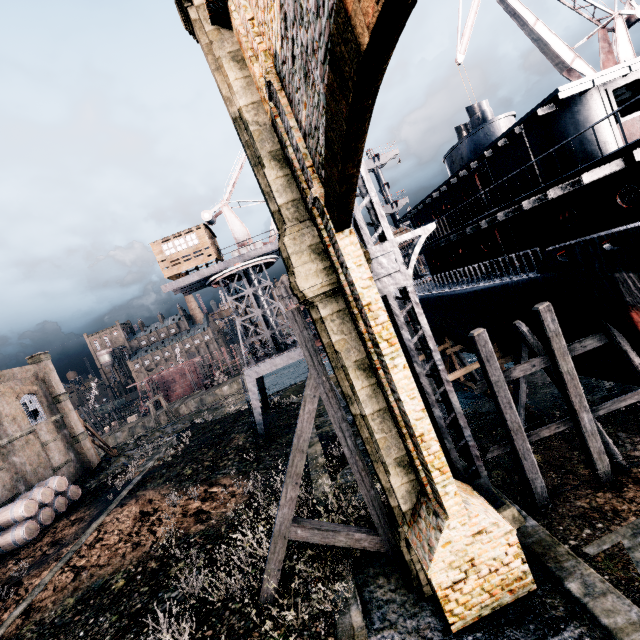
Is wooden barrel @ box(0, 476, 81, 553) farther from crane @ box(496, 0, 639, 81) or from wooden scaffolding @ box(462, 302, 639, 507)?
crane @ box(496, 0, 639, 81)

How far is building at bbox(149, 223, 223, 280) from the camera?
26.5 meters

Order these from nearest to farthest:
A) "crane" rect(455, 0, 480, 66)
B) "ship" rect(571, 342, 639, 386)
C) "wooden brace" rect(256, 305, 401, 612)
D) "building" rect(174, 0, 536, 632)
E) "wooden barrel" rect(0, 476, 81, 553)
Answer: "building" rect(174, 0, 536, 632) < "wooden brace" rect(256, 305, 401, 612) < "ship" rect(571, 342, 639, 386) < "wooden barrel" rect(0, 476, 81, 553) < "crane" rect(455, 0, 480, 66)

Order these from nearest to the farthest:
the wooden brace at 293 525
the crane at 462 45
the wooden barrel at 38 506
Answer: the wooden brace at 293 525, the wooden barrel at 38 506, the crane at 462 45

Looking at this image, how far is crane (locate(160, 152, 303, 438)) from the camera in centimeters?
2670cm

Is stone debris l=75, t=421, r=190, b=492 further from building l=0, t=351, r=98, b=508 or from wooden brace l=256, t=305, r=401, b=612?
wooden brace l=256, t=305, r=401, b=612

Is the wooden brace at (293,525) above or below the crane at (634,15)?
below

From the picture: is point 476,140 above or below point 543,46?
below
